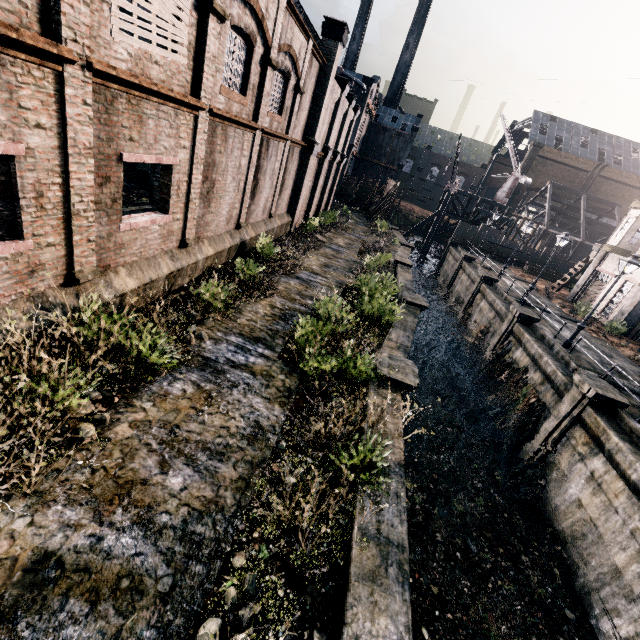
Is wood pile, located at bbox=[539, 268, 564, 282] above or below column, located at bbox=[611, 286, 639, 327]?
below

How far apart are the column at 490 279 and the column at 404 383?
21.6 meters

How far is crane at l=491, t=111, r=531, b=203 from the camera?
46.4m

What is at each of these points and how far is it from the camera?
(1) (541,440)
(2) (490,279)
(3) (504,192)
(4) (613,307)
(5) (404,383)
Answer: (1) column, 15.4 meters
(2) column, 29.3 meters
(3) crane, 48.3 meters
(4) building, 27.0 meters
(5) column, 10.5 meters

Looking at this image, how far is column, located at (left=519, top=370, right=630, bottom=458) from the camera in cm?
1345

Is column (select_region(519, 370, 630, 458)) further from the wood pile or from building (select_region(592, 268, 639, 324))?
the wood pile

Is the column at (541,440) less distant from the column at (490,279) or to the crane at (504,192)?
the column at (490,279)

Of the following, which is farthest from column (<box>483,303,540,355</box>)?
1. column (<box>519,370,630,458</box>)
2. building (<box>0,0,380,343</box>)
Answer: building (<box>0,0,380,343</box>)
